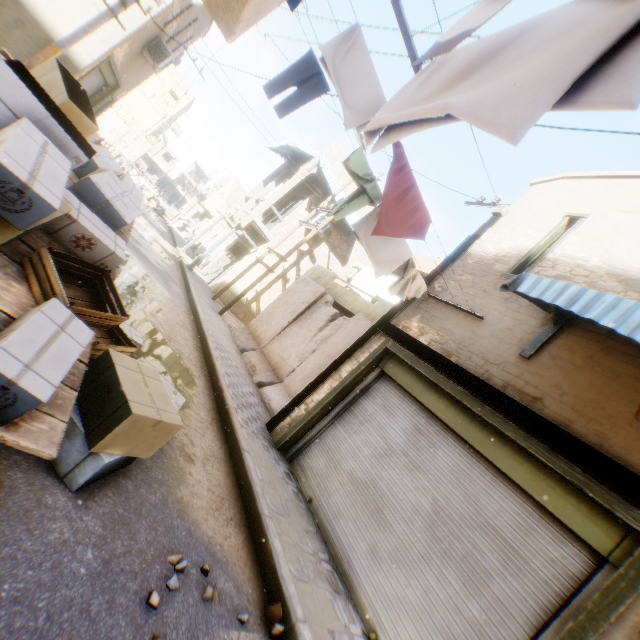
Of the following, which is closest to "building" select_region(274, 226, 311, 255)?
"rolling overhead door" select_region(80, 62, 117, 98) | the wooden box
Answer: "rolling overhead door" select_region(80, 62, 117, 98)

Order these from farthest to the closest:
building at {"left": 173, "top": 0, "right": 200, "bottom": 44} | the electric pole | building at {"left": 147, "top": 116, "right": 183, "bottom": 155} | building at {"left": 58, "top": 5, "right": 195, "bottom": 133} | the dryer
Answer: building at {"left": 147, "top": 116, "right": 183, "bottom": 155} → building at {"left": 173, "top": 0, "right": 200, "bottom": 44} → building at {"left": 58, "top": 5, "right": 195, "bottom": 133} → the electric pole → the dryer

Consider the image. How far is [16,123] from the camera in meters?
2.2 m

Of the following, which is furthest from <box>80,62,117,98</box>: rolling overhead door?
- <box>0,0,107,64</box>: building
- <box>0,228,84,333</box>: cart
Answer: <box>0,228,84,333</box>: cart

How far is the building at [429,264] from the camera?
11.57m

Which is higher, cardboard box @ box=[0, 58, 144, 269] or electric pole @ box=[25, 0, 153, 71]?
electric pole @ box=[25, 0, 153, 71]

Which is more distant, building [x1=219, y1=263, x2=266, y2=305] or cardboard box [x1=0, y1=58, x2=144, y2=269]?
building [x1=219, y1=263, x2=266, y2=305]
